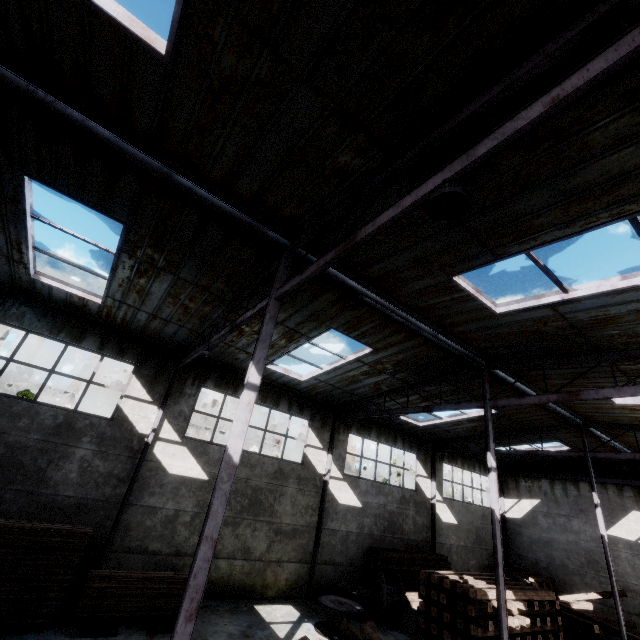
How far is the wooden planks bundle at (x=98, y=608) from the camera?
8.19m

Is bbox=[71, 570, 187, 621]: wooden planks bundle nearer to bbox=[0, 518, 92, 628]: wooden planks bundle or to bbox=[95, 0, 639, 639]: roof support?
bbox=[0, 518, 92, 628]: wooden planks bundle

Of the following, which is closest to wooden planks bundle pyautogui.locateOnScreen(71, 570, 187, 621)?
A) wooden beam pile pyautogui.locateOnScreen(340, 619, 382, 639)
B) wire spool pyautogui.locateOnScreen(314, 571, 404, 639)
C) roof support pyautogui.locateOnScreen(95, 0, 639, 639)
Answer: roof support pyautogui.locateOnScreen(95, 0, 639, 639)

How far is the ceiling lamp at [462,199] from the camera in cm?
330

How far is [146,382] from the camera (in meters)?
11.88

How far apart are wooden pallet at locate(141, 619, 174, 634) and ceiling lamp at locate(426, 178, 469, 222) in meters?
11.7 m

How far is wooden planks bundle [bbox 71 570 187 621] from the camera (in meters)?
8.19

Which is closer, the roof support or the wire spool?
the roof support
